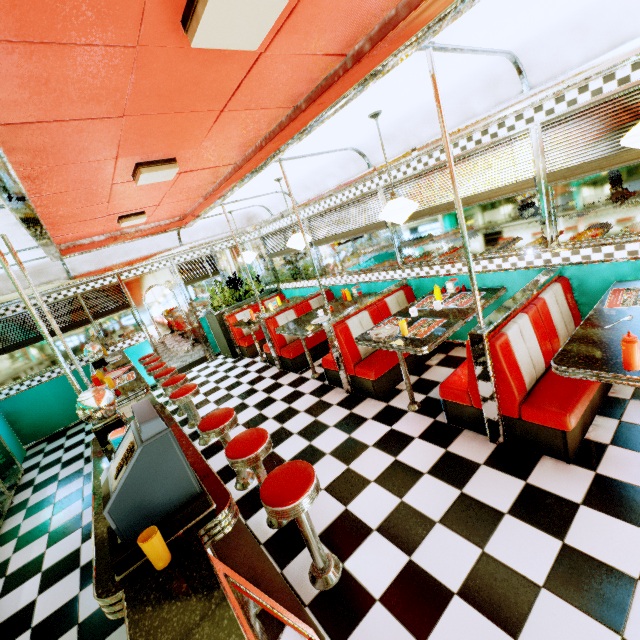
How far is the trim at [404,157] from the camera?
3.7 meters

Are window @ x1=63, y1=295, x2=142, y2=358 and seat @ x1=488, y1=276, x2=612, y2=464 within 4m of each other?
no

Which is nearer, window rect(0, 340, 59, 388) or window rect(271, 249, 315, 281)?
window rect(0, 340, 59, 388)

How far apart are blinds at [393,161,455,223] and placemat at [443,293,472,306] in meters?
1.0 m

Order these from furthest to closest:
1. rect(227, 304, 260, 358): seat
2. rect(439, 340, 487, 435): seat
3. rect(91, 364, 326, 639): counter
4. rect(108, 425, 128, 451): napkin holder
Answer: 1. rect(227, 304, 260, 358): seat
2. rect(439, 340, 487, 435): seat
3. rect(108, 425, 128, 451): napkin holder
4. rect(91, 364, 326, 639): counter

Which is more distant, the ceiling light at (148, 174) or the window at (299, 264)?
the window at (299, 264)

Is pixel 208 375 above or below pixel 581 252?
below

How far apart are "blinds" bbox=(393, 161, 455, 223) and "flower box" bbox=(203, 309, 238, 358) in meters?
4.2 m
